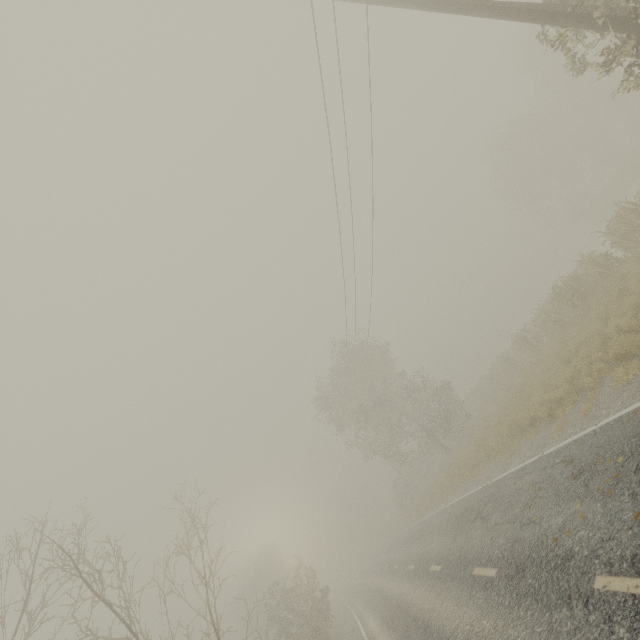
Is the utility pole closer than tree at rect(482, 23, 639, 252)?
Yes

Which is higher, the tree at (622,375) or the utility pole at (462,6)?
the utility pole at (462,6)

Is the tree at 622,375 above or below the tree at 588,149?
below

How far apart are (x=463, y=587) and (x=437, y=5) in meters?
15.3

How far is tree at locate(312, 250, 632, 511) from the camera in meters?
15.7

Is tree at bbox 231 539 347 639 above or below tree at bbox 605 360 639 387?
above

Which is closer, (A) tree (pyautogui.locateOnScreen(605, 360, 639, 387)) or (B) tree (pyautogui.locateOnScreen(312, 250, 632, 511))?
(A) tree (pyautogui.locateOnScreen(605, 360, 639, 387))
